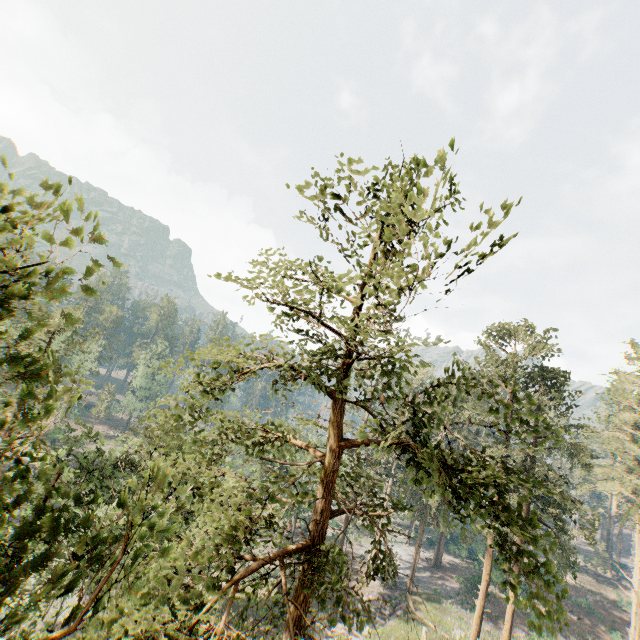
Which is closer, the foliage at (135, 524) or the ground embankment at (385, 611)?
the foliage at (135, 524)

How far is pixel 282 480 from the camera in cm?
816

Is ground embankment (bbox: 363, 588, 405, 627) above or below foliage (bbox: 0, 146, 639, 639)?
below

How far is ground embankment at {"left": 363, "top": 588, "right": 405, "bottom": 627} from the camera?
33.81m

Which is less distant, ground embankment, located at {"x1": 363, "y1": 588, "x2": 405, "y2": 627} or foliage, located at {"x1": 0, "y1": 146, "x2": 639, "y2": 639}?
foliage, located at {"x1": 0, "y1": 146, "x2": 639, "y2": 639}

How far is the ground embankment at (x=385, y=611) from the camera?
33.81m
